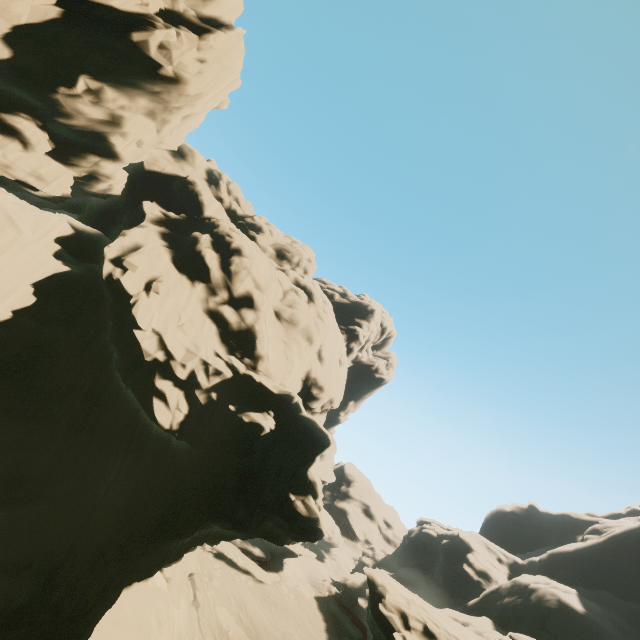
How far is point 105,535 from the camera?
15.1 meters

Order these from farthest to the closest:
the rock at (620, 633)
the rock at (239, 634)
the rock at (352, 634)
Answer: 1. the rock at (352, 634)
2. the rock at (239, 634)
3. the rock at (620, 633)

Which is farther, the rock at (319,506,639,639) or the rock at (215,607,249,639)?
the rock at (215,607,249,639)

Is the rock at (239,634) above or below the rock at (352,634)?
below

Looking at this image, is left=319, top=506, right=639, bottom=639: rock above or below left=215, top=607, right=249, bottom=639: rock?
above

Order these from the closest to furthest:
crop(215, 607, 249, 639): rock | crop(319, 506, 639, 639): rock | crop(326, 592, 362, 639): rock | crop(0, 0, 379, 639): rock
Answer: crop(0, 0, 379, 639): rock, crop(319, 506, 639, 639): rock, crop(215, 607, 249, 639): rock, crop(326, 592, 362, 639): rock
